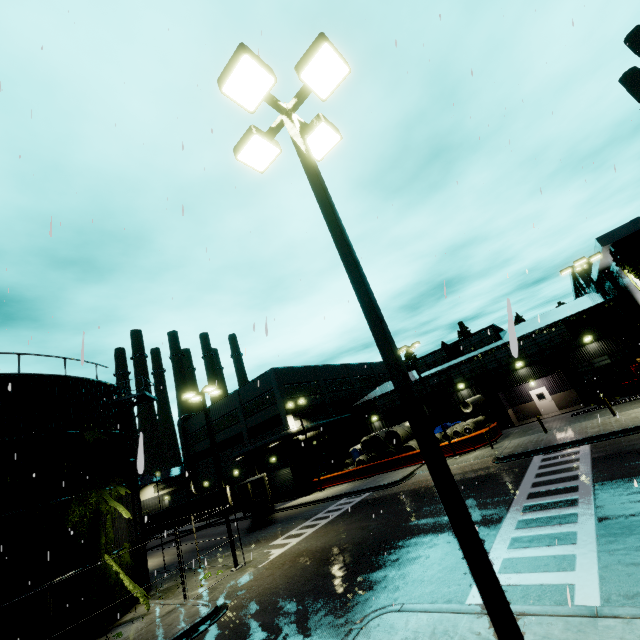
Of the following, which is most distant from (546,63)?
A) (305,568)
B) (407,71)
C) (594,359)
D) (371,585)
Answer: (594,359)

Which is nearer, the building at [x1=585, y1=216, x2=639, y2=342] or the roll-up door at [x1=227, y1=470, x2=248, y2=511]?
the building at [x1=585, y1=216, x2=639, y2=342]

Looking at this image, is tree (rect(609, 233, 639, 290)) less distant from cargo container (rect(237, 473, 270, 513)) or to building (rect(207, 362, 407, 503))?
building (rect(207, 362, 407, 503))

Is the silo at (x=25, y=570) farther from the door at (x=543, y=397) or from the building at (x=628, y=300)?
the door at (x=543, y=397)

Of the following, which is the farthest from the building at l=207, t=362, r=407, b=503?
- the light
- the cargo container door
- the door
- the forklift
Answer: the light

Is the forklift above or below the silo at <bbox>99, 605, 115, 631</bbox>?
above

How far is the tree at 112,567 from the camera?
14.51m

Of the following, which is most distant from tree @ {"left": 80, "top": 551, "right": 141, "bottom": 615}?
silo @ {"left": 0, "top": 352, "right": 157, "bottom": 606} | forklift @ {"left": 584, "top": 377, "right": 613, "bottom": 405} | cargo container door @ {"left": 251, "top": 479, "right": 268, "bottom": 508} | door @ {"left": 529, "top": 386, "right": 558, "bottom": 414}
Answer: door @ {"left": 529, "top": 386, "right": 558, "bottom": 414}
